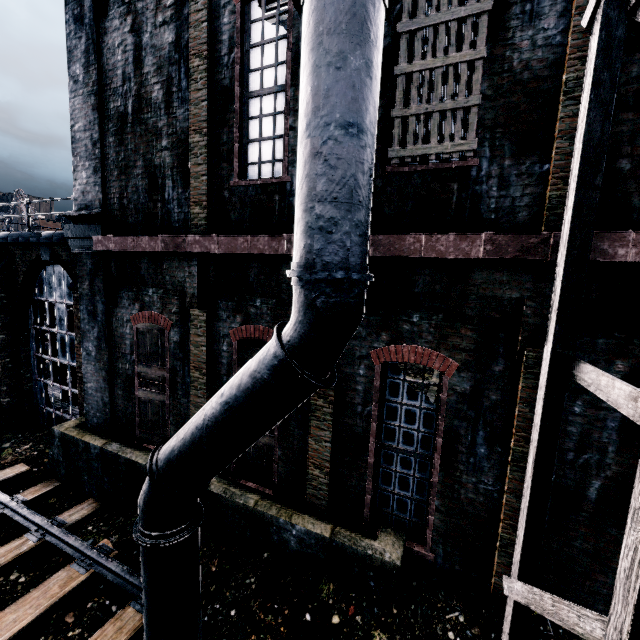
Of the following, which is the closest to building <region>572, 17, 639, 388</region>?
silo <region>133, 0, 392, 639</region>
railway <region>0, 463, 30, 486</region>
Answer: silo <region>133, 0, 392, 639</region>

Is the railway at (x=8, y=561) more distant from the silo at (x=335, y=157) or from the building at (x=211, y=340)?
the building at (x=211, y=340)

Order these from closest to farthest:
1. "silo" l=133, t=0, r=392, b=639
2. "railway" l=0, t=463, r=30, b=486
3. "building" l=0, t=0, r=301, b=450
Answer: "silo" l=133, t=0, r=392, b=639
"building" l=0, t=0, r=301, b=450
"railway" l=0, t=463, r=30, b=486

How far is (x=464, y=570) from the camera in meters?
6.1

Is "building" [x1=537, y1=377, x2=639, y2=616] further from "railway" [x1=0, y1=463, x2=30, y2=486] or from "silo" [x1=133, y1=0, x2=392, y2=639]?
"railway" [x1=0, y1=463, x2=30, y2=486]
